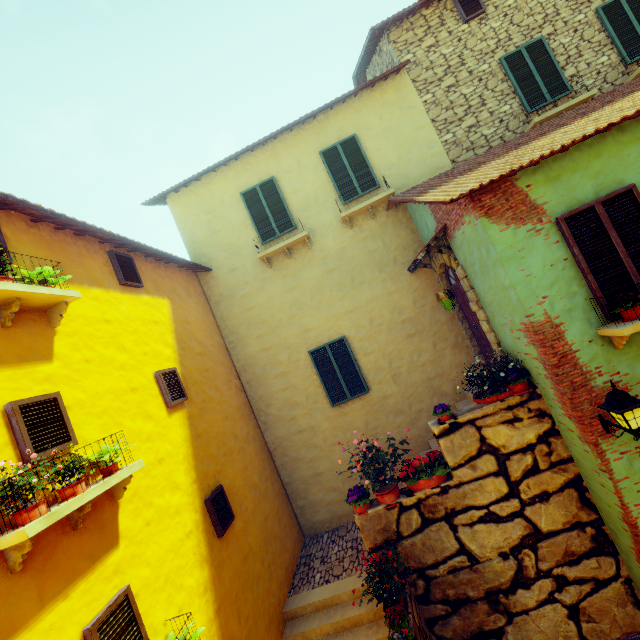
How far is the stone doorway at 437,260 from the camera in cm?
646

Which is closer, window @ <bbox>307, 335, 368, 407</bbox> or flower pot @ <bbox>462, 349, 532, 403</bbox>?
flower pot @ <bbox>462, 349, 532, 403</bbox>

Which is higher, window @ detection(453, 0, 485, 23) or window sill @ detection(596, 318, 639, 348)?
window @ detection(453, 0, 485, 23)

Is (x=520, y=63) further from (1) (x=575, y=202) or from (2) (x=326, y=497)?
(2) (x=326, y=497)

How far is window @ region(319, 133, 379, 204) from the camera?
8.73m

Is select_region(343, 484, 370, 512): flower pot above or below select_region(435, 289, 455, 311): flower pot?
below

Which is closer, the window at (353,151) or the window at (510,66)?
the window at (510,66)

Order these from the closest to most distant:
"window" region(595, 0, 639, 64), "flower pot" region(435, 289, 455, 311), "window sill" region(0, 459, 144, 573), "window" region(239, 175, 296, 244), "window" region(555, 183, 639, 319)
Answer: "window sill" region(0, 459, 144, 573)
"window" region(555, 183, 639, 319)
"flower pot" region(435, 289, 455, 311)
"window" region(595, 0, 639, 64)
"window" region(239, 175, 296, 244)
